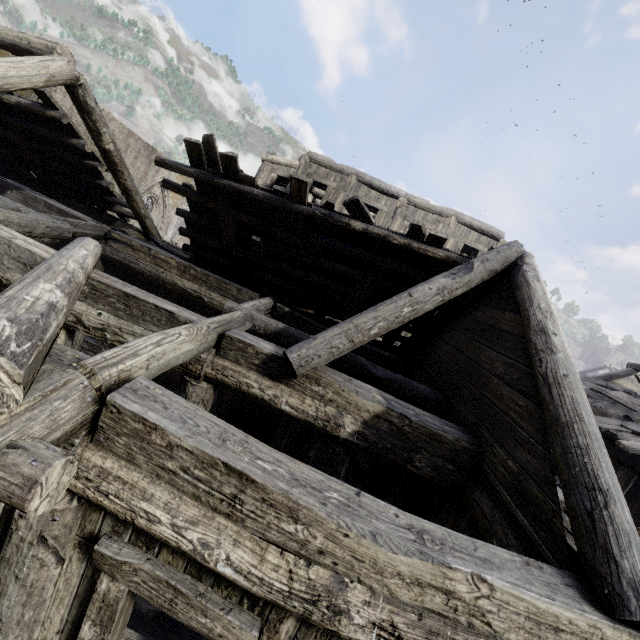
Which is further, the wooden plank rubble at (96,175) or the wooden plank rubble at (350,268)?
the wooden plank rubble at (96,175)

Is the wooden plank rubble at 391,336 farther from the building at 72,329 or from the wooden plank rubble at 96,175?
the wooden plank rubble at 96,175

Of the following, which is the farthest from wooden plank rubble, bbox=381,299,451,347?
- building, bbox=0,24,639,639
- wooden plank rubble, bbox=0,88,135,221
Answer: wooden plank rubble, bbox=0,88,135,221

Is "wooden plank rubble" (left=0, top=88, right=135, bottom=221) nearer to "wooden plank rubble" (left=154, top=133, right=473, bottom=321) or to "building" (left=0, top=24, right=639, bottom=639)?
"building" (left=0, top=24, right=639, bottom=639)

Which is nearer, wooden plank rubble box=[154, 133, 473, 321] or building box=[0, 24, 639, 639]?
building box=[0, 24, 639, 639]

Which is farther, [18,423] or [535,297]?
[535,297]
